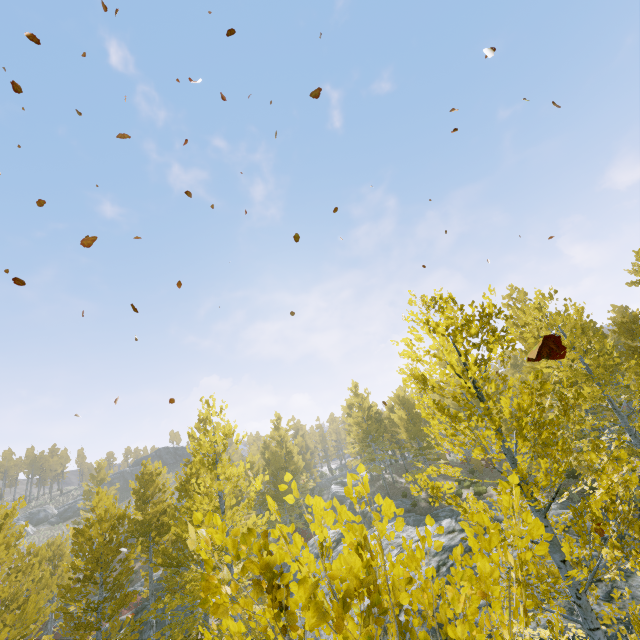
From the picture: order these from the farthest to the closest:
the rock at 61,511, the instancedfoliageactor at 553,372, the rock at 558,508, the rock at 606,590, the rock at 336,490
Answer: the rock at 61,511 → the rock at 336,490 → the rock at 558,508 → the rock at 606,590 → the instancedfoliageactor at 553,372

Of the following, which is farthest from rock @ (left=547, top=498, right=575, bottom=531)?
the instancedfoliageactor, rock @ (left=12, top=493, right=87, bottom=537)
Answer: rock @ (left=12, top=493, right=87, bottom=537)

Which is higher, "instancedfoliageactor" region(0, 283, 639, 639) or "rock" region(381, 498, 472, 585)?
"instancedfoliageactor" region(0, 283, 639, 639)

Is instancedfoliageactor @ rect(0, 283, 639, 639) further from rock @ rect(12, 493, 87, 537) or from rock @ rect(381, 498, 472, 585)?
rock @ rect(12, 493, 87, 537)

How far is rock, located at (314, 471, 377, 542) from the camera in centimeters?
2627cm

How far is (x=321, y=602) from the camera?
1.29m

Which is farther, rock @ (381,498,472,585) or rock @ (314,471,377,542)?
rock @ (314,471,377,542)

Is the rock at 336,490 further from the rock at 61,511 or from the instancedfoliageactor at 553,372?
the rock at 61,511
